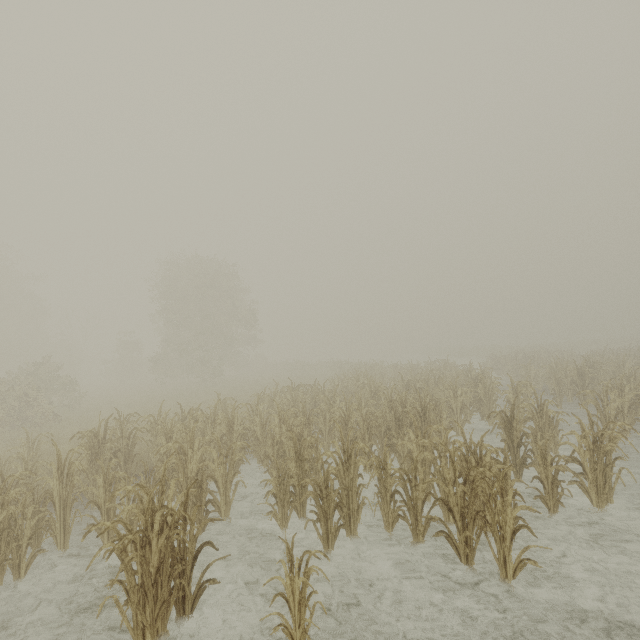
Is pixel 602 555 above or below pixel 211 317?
below
